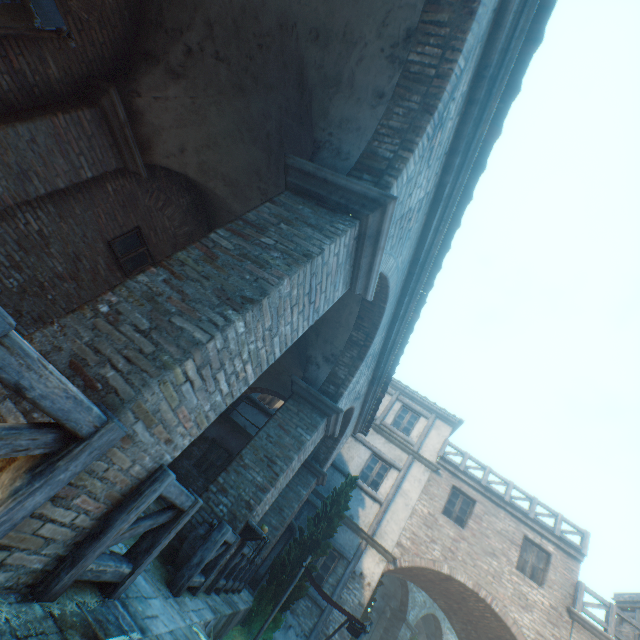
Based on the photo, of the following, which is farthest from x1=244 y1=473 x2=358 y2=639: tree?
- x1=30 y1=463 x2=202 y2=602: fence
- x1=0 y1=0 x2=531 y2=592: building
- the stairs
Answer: the stairs

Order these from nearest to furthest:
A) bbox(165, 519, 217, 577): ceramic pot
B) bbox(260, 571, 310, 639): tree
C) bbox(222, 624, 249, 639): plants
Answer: bbox(165, 519, 217, 577): ceramic pot < bbox(222, 624, 249, 639): plants < bbox(260, 571, 310, 639): tree

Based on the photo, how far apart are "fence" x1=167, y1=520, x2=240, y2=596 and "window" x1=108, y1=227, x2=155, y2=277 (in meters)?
5.63

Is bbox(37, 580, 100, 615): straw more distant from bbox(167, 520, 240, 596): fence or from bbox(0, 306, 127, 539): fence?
bbox(167, 520, 240, 596): fence

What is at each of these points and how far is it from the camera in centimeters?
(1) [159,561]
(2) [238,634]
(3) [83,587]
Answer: (1) straw, 505cm
(2) plants, 794cm
(3) straw, 261cm

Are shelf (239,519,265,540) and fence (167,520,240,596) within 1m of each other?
yes

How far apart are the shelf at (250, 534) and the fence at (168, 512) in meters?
2.9

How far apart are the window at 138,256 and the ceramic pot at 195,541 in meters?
5.5
